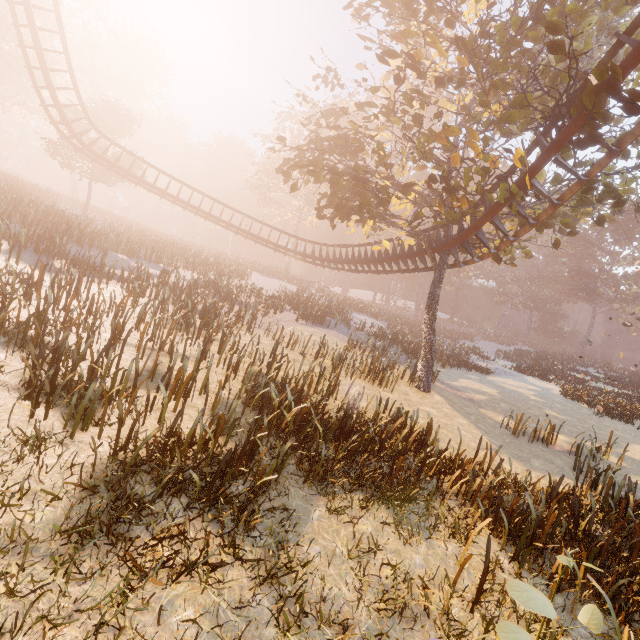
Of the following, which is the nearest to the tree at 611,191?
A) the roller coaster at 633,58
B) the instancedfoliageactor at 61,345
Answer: the roller coaster at 633,58

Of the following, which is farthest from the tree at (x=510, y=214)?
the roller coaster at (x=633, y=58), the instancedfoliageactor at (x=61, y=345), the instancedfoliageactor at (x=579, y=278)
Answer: the instancedfoliageactor at (x=579, y=278)

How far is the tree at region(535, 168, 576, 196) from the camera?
10.6 meters

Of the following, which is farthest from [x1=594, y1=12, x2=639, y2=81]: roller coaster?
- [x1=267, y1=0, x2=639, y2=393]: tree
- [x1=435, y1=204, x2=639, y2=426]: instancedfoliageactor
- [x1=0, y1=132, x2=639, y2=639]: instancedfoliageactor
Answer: [x1=435, y1=204, x2=639, y2=426]: instancedfoliageactor

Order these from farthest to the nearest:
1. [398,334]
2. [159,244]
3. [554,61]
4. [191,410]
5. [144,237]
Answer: [398,334] → [159,244] → [144,237] → [554,61] → [191,410]

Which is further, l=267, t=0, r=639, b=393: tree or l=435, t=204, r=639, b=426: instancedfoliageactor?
l=435, t=204, r=639, b=426: instancedfoliageactor

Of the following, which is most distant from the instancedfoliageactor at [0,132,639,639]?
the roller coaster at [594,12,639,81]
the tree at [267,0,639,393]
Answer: the roller coaster at [594,12,639,81]

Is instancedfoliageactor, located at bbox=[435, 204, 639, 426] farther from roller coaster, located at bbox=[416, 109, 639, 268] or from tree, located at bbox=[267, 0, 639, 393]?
roller coaster, located at bbox=[416, 109, 639, 268]
